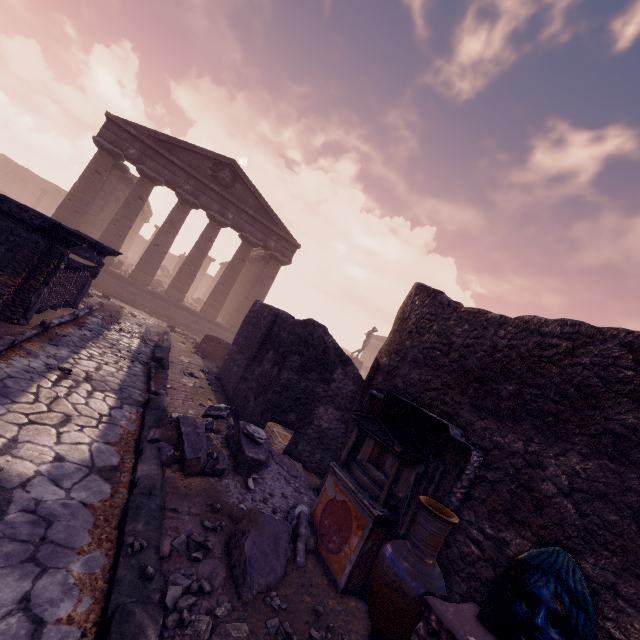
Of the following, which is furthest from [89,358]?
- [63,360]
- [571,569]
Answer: [571,569]

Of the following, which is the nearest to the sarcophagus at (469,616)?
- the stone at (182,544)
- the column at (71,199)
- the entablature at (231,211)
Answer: the stone at (182,544)

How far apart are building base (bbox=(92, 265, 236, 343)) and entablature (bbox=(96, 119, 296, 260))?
5.29m

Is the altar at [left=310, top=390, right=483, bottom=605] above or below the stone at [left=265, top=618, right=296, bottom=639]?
above

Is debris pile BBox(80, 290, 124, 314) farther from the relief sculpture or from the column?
the relief sculpture

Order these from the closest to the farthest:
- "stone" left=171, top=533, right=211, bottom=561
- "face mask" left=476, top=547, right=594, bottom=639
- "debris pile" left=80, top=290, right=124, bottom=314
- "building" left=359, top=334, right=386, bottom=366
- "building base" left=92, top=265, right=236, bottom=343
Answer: "face mask" left=476, top=547, right=594, bottom=639
"stone" left=171, top=533, right=211, bottom=561
"debris pile" left=80, top=290, right=124, bottom=314
"building base" left=92, top=265, right=236, bottom=343
"building" left=359, top=334, right=386, bottom=366

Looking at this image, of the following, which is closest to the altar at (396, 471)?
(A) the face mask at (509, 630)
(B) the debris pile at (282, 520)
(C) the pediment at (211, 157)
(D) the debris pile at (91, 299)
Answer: (B) the debris pile at (282, 520)

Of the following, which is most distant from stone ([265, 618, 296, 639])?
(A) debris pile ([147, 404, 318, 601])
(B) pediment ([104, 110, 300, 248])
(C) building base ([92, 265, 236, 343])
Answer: (B) pediment ([104, 110, 300, 248])
